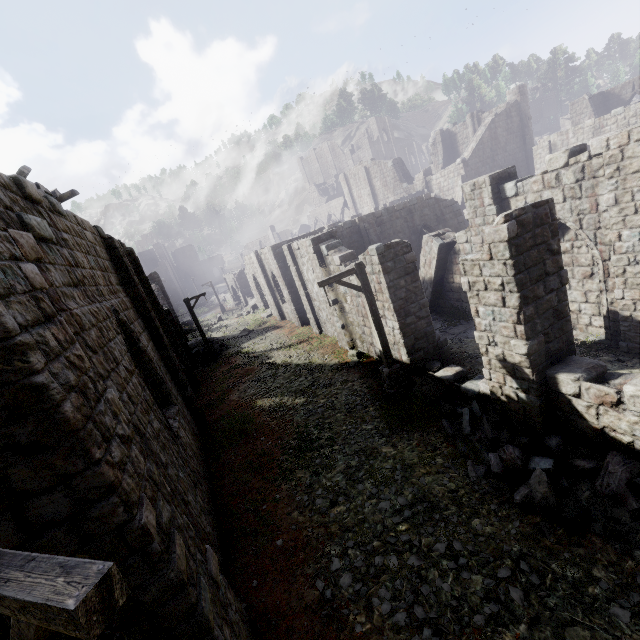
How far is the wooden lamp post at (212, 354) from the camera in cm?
2205

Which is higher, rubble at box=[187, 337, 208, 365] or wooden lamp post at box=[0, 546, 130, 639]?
wooden lamp post at box=[0, 546, 130, 639]

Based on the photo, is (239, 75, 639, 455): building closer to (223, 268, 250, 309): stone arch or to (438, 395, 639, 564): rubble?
(438, 395, 639, 564): rubble

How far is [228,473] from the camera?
9.8 meters

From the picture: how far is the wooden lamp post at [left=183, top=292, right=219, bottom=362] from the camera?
22.05m

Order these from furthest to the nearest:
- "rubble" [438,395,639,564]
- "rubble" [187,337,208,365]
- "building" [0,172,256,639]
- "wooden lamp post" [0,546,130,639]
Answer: "rubble" [187,337,208,365] < "rubble" [438,395,639,564] < "building" [0,172,256,639] < "wooden lamp post" [0,546,130,639]

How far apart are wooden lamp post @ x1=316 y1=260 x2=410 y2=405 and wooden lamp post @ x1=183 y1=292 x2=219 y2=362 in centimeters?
1492cm

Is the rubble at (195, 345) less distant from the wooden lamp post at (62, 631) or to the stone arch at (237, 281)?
the stone arch at (237, 281)
